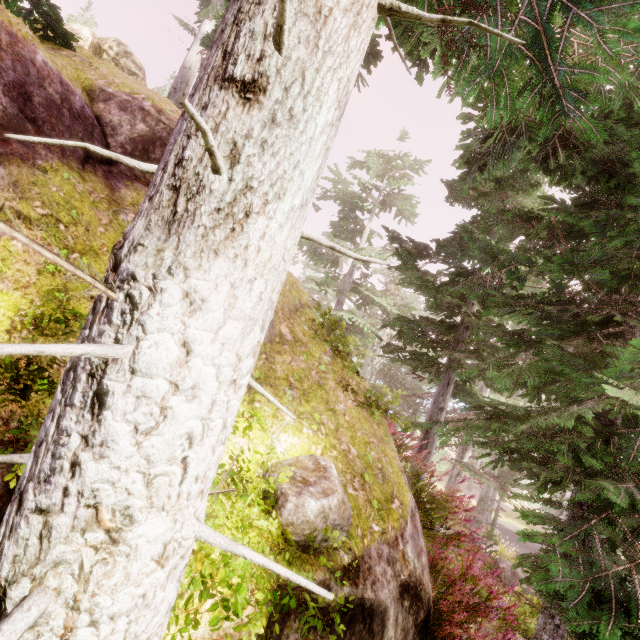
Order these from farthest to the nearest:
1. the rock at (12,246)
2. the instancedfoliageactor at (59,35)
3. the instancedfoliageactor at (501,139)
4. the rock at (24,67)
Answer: the instancedfoliageactor at (59,35), the rock at (24,67), the rock at (12,246), the instancedfoliageactor at (501,139)

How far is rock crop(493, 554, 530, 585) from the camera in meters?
16.4 m

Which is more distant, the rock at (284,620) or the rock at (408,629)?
the rock at (408,629)

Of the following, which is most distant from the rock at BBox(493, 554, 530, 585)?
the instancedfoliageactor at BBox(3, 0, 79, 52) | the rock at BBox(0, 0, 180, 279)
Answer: the rock at BBox(0, 0, 180, 279)

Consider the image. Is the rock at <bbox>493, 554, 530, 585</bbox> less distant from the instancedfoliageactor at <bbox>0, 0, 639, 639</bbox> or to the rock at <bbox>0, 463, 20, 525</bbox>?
the instancedfoliageactor at <bbox>0, 0, 639, 639</bbox>

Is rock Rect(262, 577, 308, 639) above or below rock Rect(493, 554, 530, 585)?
above

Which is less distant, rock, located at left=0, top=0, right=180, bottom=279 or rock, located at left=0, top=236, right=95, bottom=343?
rock, located at left=0, top=236, right=95, bottom=343

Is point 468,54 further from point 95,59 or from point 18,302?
point 95,59
